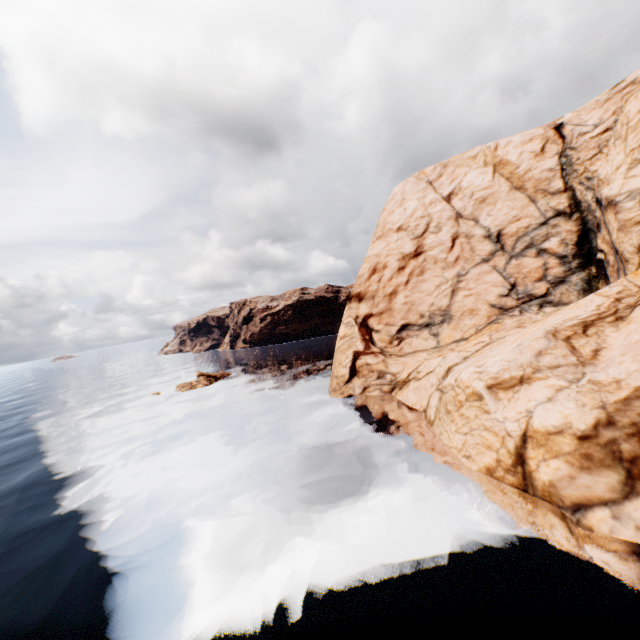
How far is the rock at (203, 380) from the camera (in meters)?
53.18

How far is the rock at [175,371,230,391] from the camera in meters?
53.2

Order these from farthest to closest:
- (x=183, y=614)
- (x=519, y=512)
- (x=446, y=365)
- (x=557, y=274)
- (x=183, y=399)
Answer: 1. (x=183, y=399)
2. (x=557, y=274)
3. (x=446, y=365)
4. (x=519, y=512)
5. (x=183, y=614)

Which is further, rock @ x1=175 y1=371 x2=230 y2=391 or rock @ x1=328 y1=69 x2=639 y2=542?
rock @ x1=175 y1=371 x2=230 y2=391

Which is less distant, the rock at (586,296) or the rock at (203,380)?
the rock at (586,296)
